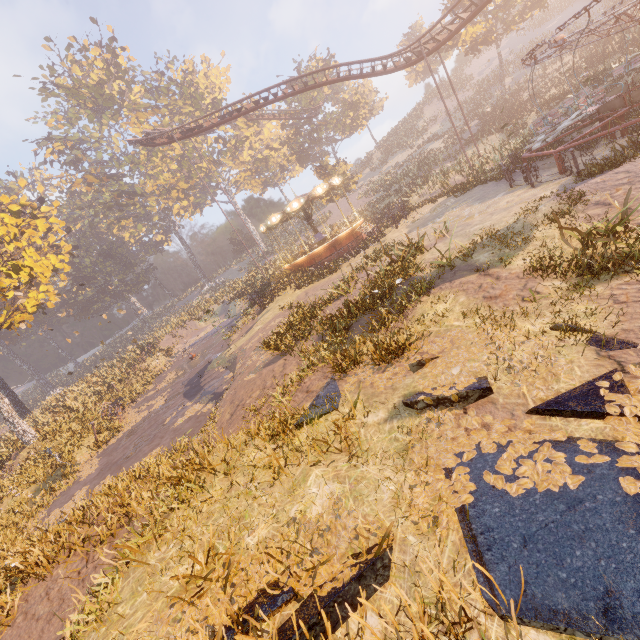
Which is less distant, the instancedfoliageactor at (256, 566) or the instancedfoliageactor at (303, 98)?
the instancedfoliageactor at (256, 566)

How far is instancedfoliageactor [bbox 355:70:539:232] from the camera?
21.1m

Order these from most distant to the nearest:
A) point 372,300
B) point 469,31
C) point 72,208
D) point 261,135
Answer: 1. point 72,208
2. point 261,135
3. point 469,31
4. point 372,300

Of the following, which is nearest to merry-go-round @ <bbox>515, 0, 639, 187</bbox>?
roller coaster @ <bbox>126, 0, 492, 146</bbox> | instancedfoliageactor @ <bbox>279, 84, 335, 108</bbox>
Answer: roller coaster @ <bbox>126, 0, 492, 146</bbox>

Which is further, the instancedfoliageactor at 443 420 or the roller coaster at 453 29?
the roller coaster at 453 29

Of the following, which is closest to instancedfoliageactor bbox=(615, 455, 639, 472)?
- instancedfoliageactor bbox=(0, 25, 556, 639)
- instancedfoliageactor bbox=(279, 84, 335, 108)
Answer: instancedfoliageactor bbox=(0, 25, 556, 639)

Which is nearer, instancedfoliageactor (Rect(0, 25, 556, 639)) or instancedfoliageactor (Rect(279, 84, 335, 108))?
instancedfoliageactor (Rect(0, 25, 556, 639))

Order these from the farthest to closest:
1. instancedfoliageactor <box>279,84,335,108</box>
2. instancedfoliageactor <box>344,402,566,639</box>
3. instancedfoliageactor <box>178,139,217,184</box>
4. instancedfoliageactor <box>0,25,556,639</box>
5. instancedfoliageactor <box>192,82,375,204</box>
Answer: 1. instancedfoliageactor <box>178,139,217,184</box>
2. instancedfoliageactor <box>279,84,335,108</box>
3. instancedfoliageactor <box>192,82,375,204</box>
4. instancedfoliageactor <box>0,25,556,639</box>
5. instancedfoliageactor <box>344,402,566,639</box>
